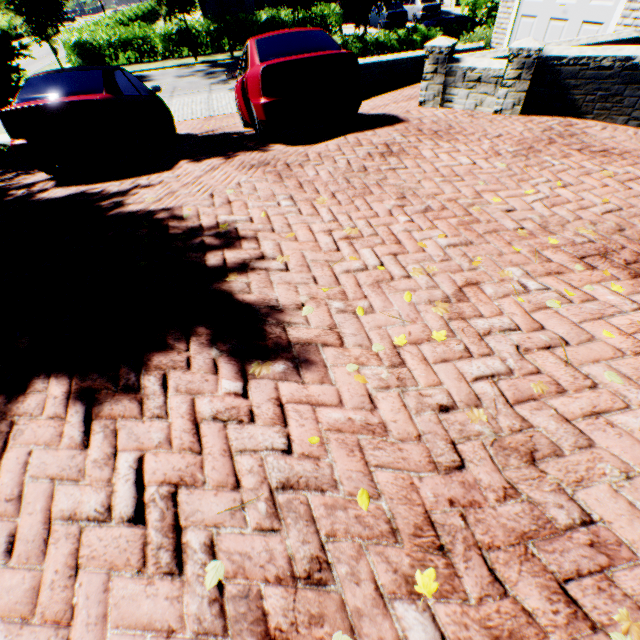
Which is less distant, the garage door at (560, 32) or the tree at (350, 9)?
the garage door at (560, 32)

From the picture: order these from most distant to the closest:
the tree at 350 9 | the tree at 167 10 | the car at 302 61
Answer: the tree at 167 10 → the tree at 350 9 → the car at 302 61

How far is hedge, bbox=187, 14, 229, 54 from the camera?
21.95m

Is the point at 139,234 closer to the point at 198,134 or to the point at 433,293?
the point at 433,293

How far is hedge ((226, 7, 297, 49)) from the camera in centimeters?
2220cm

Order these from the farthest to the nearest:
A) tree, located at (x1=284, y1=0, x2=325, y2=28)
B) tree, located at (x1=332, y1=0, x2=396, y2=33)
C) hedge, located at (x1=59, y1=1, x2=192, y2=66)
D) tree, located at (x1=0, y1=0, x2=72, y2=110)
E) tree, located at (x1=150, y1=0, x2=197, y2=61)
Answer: hedge, located at (x1=59, y1=1, x2=192, y2=66), tree, located at (x1=284, y1=0, x2=325, y2=28), tree, located at (x1=150, y1=0, x2=197, y2=61), tree, located at (x1=332, y1=0, x2=396, y2=33), tree, located at (x1=0, y1=0, x2=72, y2=110)

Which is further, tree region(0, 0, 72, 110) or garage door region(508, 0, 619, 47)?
tree region(0, 0, 72, 110)

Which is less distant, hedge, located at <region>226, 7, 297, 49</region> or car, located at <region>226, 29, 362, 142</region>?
car, located at <region>226, 29, 362, 142</region>
